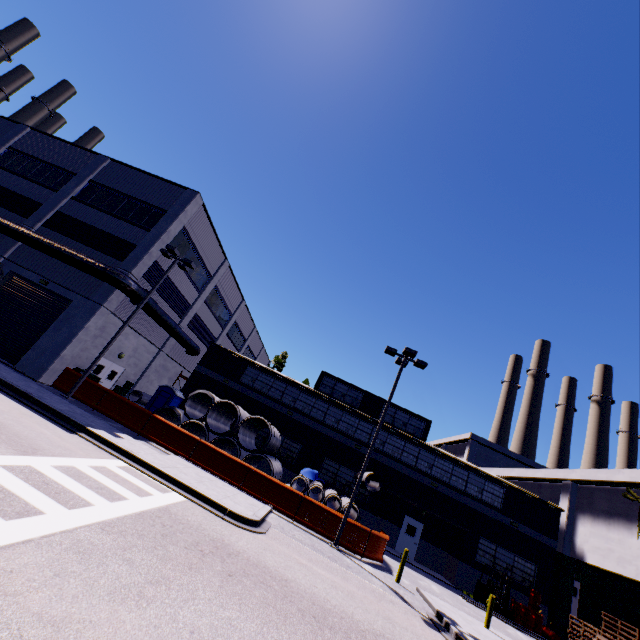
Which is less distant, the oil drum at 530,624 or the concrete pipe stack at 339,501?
the concrete pipe stack at 339,501

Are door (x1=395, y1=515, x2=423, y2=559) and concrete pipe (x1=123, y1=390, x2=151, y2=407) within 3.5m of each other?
no

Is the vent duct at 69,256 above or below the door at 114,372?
above

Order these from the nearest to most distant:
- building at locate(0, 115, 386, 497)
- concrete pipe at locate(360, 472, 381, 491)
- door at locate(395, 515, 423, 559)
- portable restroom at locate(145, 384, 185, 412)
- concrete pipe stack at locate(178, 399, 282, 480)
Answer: concrete pipe stack at locate(178, 399, 282, 480), concrete pipe at locate(360, 472, 381, 491), building at locate(0, 115, 386, 497), portable restroom at locate(145, 384, 185, 412), door at locate(395, 515, 423, 559)

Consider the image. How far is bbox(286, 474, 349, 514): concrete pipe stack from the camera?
18.31m

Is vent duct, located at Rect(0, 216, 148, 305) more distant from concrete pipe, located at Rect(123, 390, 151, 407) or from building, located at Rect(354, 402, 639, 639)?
concrete pipe, located at Rect(123, 390, 151, 407)

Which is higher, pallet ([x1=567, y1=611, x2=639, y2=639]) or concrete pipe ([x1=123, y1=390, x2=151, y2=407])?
pallet ([x1=567, y1=611, x2=639, y2=639])

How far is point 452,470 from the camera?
24.4 meters
